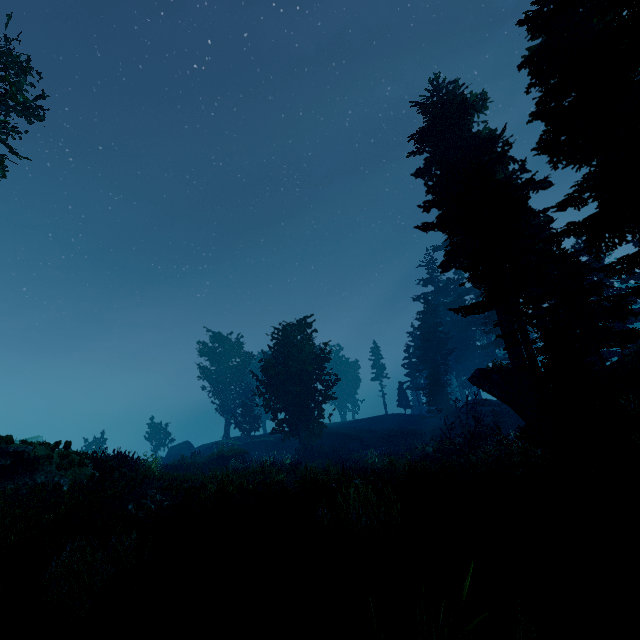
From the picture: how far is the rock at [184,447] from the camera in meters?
42.6 m

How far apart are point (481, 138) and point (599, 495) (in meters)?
17.60

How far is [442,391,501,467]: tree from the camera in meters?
18.0 m

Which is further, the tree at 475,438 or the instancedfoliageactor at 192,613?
the tree at 475,438

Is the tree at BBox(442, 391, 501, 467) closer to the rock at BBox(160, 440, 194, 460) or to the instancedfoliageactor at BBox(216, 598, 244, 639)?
the instancedfoliageactor at BBox(216, 598, 244, 639)

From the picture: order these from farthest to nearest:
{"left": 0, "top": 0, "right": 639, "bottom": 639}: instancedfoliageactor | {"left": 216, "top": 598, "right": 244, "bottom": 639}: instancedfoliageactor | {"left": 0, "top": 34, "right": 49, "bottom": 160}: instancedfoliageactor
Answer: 1. {"left": 0, "top": 34, "right": 49, "bottom": 160}: instancedfoliageactor
2. {"left": 0, "top": 0, "right": 639, "bottom": 639}: instancedfoliageactor
3. {"left": 216, "top": 598, "right": 244, "bottom": 639}: instancedfoliageactor

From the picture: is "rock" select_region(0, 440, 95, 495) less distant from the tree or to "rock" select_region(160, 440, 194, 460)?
the tree

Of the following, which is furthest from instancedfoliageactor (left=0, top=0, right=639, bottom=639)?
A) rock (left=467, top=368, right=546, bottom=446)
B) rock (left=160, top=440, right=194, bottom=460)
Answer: rock (left=160, top=440, right=194, bottom=460)
